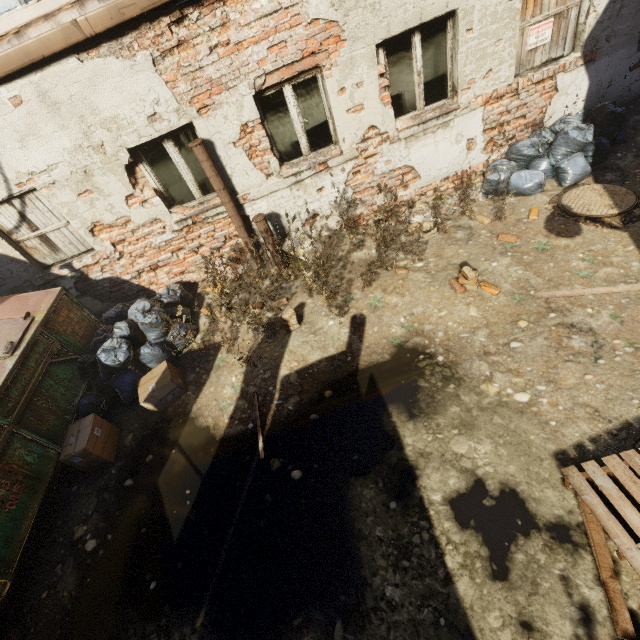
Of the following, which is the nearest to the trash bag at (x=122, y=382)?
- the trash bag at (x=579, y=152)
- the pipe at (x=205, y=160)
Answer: the pipe at (x=205, y=160)

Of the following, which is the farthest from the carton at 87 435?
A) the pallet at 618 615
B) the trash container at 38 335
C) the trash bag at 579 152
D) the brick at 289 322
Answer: the trash bag at 579 152

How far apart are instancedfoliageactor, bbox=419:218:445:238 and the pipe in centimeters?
287cm

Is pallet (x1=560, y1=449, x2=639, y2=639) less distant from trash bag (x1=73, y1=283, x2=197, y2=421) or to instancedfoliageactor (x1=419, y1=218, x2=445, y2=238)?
instancedfoliageactor (x1=419, y1=218, x2=445, y2=238)

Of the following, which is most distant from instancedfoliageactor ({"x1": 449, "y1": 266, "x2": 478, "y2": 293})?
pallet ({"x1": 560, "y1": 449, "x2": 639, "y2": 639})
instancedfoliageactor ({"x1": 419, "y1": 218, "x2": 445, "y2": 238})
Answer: pallet ({"x1": 560, "y1": 449, "x2": 639, "y2": 639})

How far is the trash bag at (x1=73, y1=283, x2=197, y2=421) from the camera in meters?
4.7 m

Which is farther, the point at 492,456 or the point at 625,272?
the point at 625,272

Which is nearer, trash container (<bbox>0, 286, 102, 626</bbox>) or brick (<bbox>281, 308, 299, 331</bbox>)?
trash container (<bbox>0, 286, 102, 626</bbox>)
